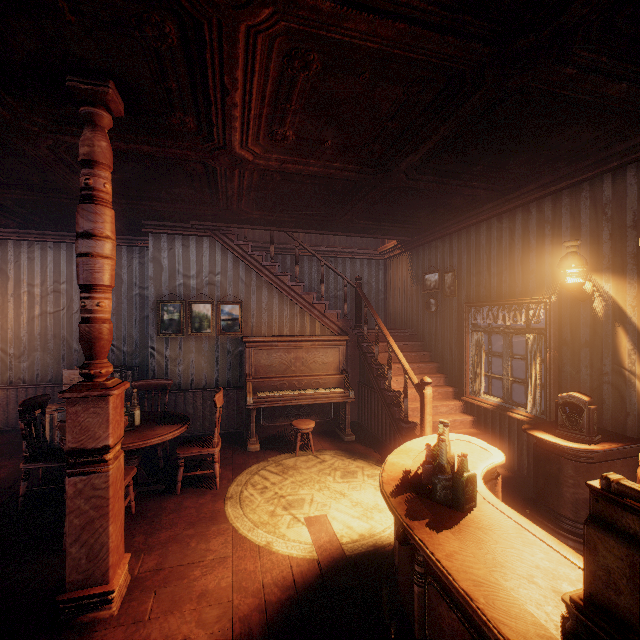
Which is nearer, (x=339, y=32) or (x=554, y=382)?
(x=339, y=32)

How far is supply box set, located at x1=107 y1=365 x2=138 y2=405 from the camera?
5.9m

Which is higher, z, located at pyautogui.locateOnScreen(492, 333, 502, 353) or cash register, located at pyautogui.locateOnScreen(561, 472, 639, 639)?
cash register, located at pyautogui.locateOnScreen(561, 472, 639, 639)

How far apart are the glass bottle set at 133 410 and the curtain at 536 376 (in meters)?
5.09

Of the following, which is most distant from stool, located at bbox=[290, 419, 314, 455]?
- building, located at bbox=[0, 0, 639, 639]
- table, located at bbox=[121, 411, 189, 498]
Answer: table, located at bbox=[121, 411, 189, 498]

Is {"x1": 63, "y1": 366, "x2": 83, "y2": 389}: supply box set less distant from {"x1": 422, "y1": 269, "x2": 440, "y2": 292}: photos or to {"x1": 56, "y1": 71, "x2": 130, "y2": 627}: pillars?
{"x1": 56, "y1": 71, "x2": 130, "y2": 627}: pillars

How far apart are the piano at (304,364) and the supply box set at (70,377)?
1.91m

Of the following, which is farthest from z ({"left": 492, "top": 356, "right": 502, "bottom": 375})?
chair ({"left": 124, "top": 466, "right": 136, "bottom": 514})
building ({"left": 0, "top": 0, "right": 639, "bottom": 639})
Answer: chair ({"left": 124, "top": 466, "right": 136, "bottom": 514})
